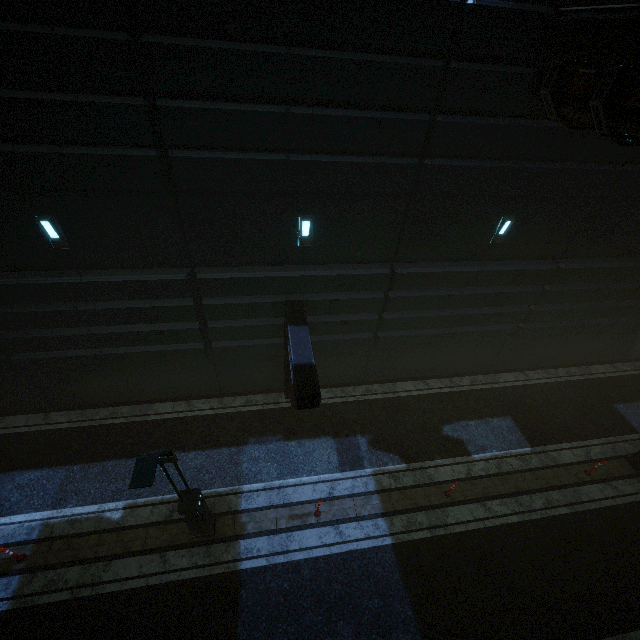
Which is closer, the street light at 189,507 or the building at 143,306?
the street light at 189,507

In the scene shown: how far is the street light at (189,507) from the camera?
5.2m

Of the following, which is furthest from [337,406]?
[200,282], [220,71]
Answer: [220,71]

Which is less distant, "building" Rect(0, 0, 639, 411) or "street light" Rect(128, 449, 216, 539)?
"street light" Rect(128, 449, 216, 539)

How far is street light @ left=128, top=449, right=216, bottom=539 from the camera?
5.2 meters
